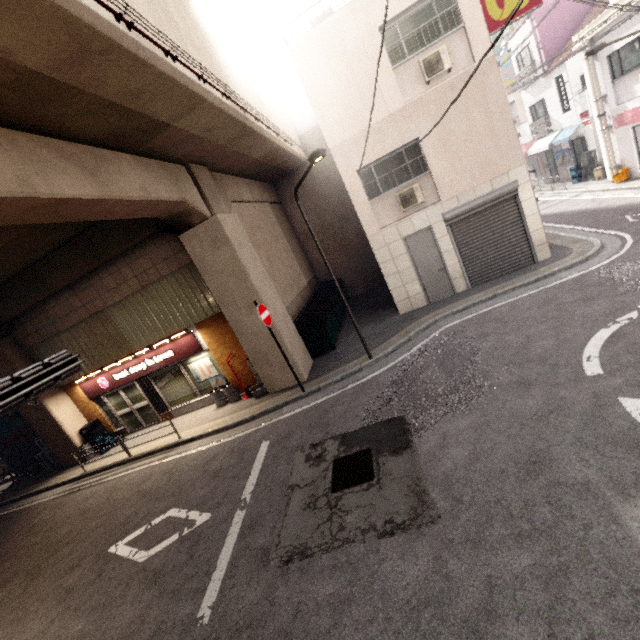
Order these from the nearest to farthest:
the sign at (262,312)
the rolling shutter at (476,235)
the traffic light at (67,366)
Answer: the traffic light at (67,366) < the sign at (262,312) < the rolling shutter at (476,235)

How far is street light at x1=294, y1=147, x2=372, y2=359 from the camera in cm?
624

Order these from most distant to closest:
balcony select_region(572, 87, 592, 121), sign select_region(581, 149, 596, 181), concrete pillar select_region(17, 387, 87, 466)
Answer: sign select_region(581, 149, 596, 181), balcony select_region(572, 87, 592, 121), concrete pillar select_region(17, 387, 87, 466)

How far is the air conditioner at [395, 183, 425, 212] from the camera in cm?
997

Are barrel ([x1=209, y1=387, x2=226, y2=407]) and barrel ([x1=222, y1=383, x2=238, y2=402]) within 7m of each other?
yes

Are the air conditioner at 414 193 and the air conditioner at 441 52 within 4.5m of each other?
yes

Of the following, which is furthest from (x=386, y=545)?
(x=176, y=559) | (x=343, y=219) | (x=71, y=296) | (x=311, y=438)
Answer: (x=343, y=219)

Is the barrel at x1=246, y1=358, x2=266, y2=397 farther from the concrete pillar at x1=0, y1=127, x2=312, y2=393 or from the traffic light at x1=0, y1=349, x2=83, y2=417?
the traffic light at x1=0, y1=349, x2=83, y2=417
